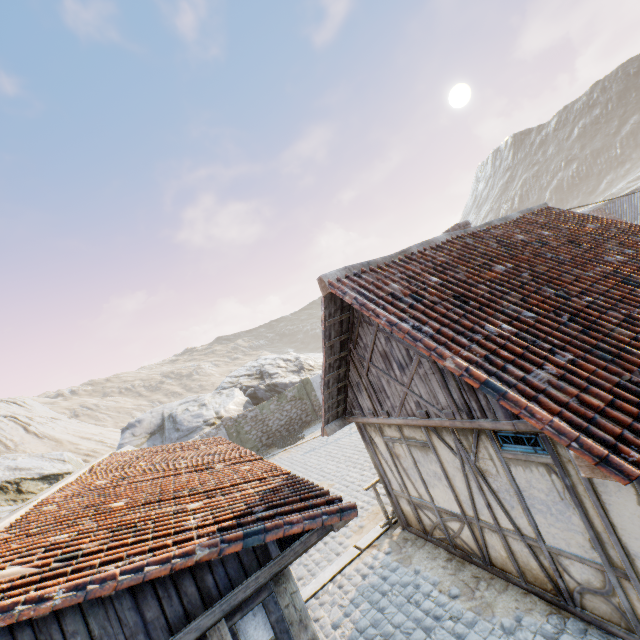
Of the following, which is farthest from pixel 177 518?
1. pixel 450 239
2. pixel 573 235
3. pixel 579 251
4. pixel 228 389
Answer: pixel 228 389

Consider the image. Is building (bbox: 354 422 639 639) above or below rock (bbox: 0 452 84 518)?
below

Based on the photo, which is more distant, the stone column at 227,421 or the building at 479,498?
the stone column at 227,421

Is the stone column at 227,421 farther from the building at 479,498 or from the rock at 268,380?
the building at 479,498

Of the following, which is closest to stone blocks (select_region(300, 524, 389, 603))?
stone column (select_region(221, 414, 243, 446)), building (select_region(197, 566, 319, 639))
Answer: building (select_region(197, 566, 319, 639))

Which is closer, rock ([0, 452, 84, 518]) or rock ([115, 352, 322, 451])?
rock ([0, 452, 84, 518])

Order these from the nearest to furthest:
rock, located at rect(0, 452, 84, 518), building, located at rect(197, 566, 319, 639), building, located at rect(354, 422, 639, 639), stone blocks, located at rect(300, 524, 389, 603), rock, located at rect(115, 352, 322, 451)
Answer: building, located at rect(197, 566, 319, 639), building, located at rect(354, 422, 639, 639), stone blocks, located at rect(300, 524, 389, 603), rock, located at rect(0, 452, 84, 518), rock, located at rect(115, 352, 322, 451)

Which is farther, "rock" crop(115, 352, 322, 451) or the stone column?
"rock" crop(115, 352, 322, 451)
